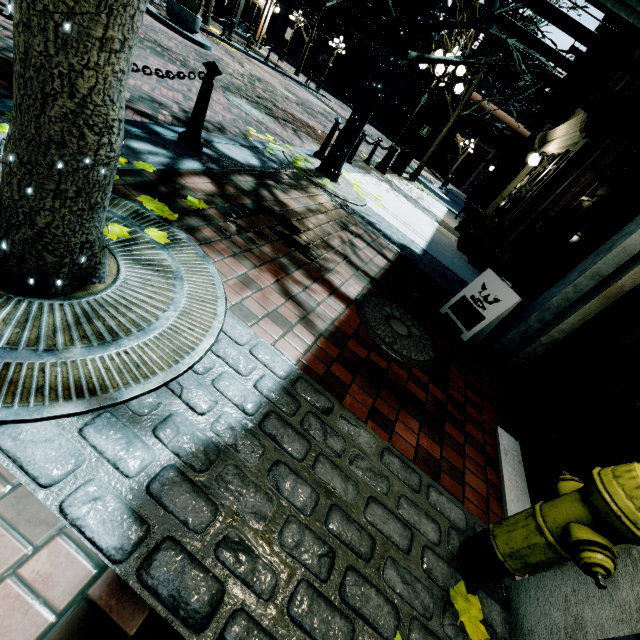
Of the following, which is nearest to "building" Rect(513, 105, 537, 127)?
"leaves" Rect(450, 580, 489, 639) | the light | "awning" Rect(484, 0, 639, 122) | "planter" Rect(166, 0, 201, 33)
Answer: "awning" Rect(484, 0, 639, 122)

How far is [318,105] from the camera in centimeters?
1808cm

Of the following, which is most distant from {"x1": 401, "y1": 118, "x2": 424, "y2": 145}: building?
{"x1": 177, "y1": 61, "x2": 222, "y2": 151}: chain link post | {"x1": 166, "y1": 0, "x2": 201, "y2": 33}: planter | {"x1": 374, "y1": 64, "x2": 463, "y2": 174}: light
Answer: {"x1": 166, "y1": 0, "x2": 201, "y2": 33}: planter

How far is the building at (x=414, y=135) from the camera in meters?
38.7 m

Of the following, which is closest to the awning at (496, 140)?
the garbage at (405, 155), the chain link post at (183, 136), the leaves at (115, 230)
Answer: the garbage at (405, 155)

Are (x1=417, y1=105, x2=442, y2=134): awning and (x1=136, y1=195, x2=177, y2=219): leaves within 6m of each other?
no

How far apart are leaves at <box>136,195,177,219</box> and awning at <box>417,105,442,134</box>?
39.7m

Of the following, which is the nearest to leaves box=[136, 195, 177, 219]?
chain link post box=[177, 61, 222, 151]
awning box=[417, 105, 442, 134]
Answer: chain link post box=[177, 61, 222, 151]
